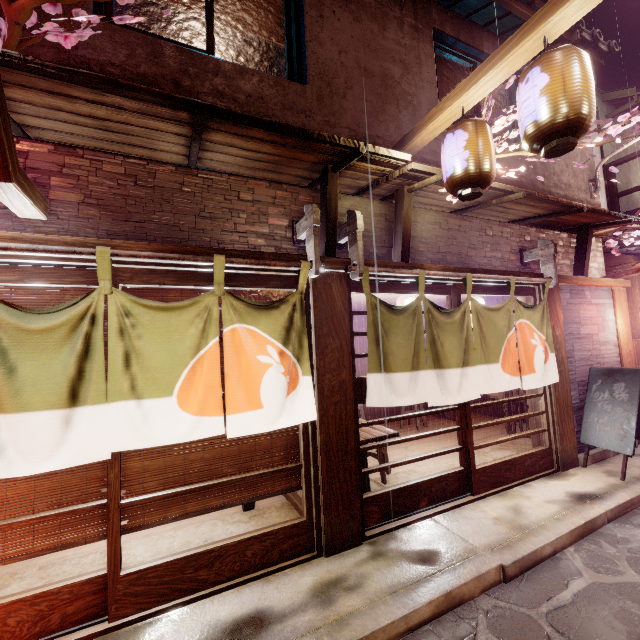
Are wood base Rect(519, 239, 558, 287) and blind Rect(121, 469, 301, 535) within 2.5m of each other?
no

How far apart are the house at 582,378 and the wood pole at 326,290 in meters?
7.1

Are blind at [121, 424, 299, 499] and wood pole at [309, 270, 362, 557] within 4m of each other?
yes

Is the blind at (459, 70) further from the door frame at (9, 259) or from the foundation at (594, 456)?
the foundation at (594, 456)

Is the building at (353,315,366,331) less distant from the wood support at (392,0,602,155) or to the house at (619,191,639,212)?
the wood support at (392,0,602,155)

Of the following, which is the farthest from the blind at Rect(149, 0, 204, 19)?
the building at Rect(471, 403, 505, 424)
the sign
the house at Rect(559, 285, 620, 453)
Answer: the building at Rect(471, 403, 505, 424)

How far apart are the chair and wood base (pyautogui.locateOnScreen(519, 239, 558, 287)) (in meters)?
5.99

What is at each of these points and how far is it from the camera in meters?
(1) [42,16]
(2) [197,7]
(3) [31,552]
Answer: (1) house, 4.9
(2) blind, 6.4
(3) blind, 4.4
